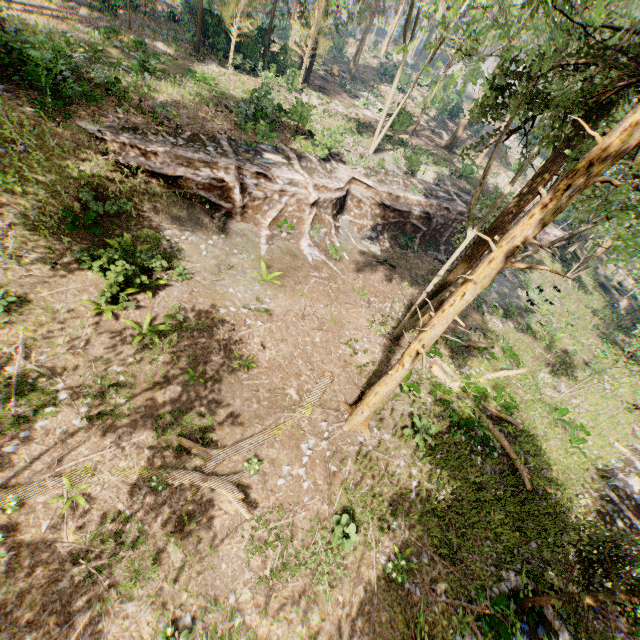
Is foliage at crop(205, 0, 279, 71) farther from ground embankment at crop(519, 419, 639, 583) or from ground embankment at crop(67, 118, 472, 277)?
ground embankment at crop(67, 118, 472, 277)

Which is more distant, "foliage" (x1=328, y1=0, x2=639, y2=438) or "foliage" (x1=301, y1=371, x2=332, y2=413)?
"foliage" (x1=301, y1=371, x2=332, y2=413)

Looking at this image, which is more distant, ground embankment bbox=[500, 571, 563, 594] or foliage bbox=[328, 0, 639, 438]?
ground embankment bbox=[500, 571, 563, 594]

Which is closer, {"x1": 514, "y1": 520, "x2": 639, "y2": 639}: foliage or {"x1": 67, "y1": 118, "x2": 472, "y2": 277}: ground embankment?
{"x1": 514, "y1": 520, "x2": 639, "y2": 639}: foliage

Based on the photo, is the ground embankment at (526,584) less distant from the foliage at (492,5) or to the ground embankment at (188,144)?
the foliage at (492,5)

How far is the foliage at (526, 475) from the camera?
14.05m

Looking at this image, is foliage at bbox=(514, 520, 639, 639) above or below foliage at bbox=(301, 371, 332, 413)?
below

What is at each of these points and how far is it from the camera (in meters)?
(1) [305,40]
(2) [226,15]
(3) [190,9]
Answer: (1) foliage, 30.38
(2) foliage, 25.75
(3) foliage, 34.16
